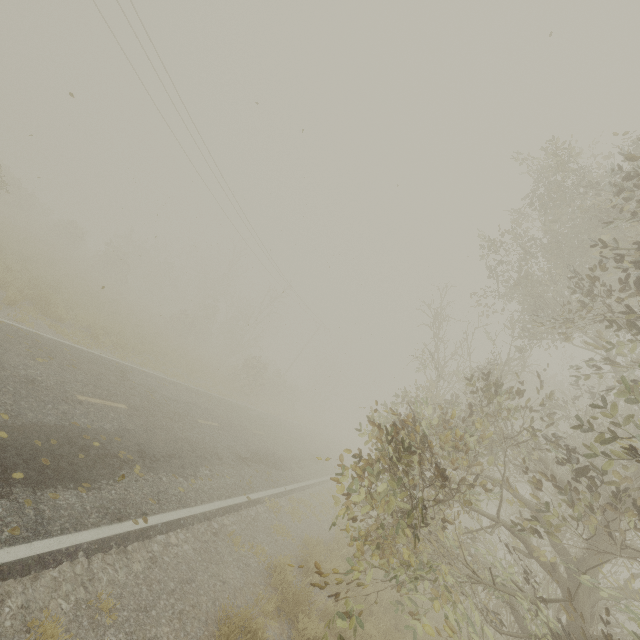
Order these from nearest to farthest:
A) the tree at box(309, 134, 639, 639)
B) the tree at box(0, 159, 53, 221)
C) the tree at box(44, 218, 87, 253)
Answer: the tree at box(309, 134, 639, 639) < the tree at box(0, 159, 53, 221) < the tree at box(44, 218, 87, 253)

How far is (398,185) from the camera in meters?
11.1 m

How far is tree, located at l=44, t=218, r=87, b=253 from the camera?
29.2 meters

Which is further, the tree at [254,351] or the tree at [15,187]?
the tree at [254,351]

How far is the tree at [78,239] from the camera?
29.16m

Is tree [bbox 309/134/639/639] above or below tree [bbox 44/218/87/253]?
above

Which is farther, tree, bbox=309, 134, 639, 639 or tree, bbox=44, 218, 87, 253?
tree, bbox=44, 218, 87, 253
